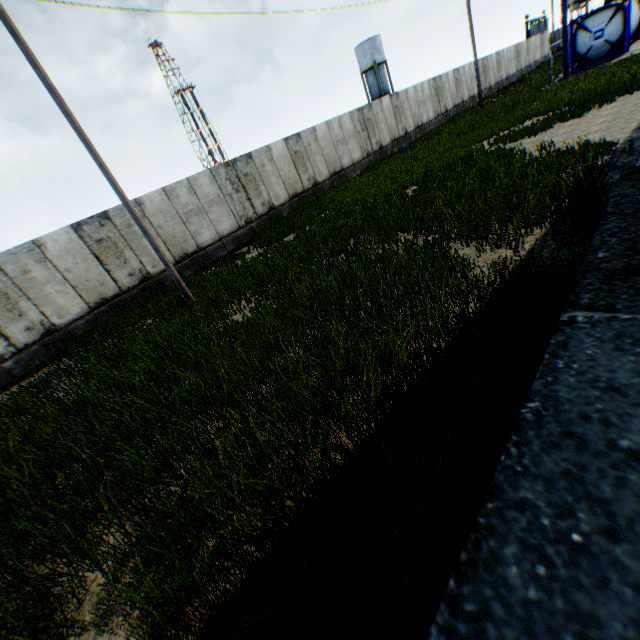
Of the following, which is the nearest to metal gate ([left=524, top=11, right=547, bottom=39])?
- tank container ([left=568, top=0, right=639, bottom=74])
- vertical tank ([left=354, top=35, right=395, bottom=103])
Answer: vertical tank ([left=354, top=35, right=395, bottom=103])

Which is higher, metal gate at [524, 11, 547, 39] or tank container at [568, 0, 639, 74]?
metal gate at [524, 11, 547, 39]

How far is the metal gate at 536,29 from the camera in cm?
5000

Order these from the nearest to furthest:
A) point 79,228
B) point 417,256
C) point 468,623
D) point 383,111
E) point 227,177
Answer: point 468,623 → point 417,256 → point 79,228 → point 227,177 → point 383,111

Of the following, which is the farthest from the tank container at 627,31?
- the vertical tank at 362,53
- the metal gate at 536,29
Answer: the metal gate at 536,29

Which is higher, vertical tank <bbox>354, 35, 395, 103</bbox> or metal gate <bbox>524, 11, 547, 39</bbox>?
vertical tank <bbox>354, 35, 395, 103</bbox>

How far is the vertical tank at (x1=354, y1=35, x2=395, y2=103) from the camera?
47.4m
